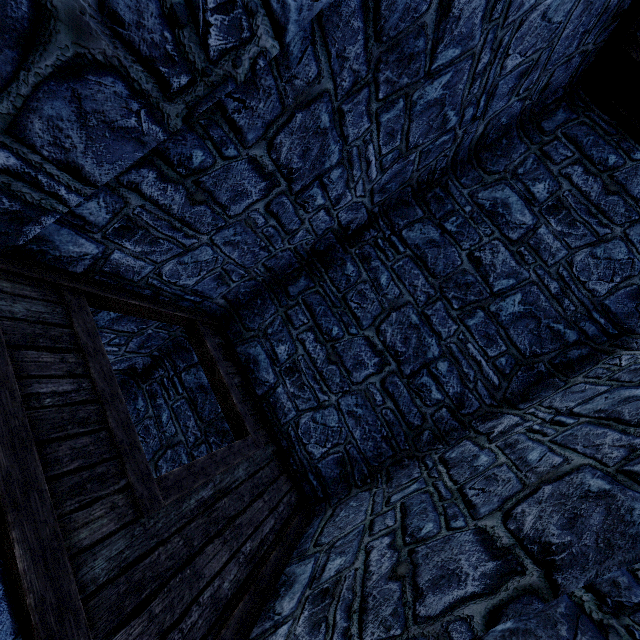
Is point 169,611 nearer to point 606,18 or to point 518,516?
point 518,516
